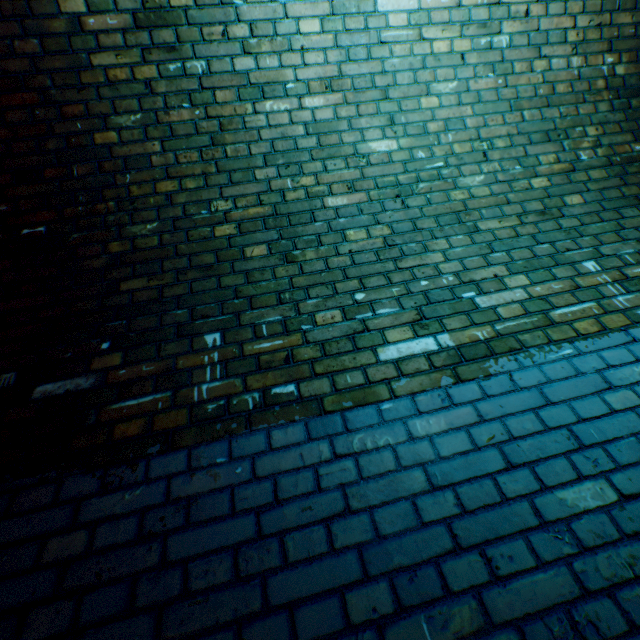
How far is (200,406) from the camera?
1.4m
